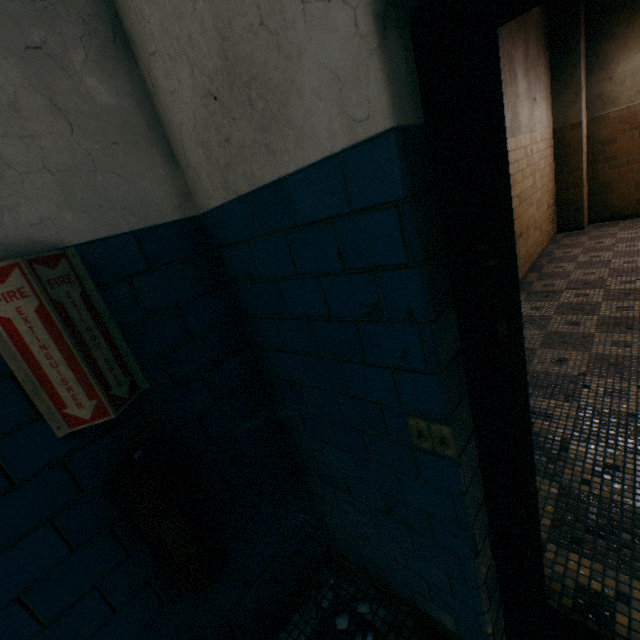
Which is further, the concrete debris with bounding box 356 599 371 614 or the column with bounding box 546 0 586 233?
the column with bounding box 546 0 586 233

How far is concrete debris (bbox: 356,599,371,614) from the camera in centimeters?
158cm

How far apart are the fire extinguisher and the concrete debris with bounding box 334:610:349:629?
0.76m

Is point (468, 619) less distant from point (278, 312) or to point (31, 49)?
point (278, 312)

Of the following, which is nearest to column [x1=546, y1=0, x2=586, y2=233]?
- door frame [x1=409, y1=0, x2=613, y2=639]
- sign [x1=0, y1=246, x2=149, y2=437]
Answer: door frame [x1=409, y1=0, x2=613, y2=639]

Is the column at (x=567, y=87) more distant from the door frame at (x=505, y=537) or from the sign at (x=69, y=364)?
the sign at (x=69, y=364)

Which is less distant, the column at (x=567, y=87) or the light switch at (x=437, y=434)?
the light switch at (x=437, y=434)
